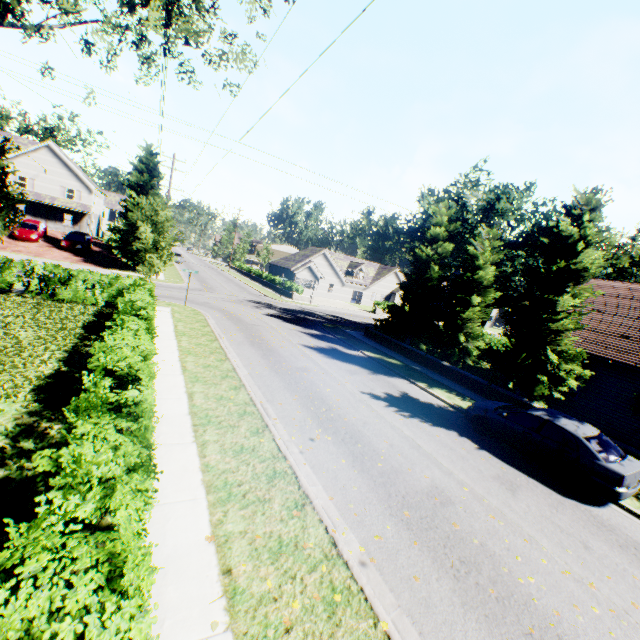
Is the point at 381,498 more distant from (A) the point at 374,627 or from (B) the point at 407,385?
(B) the point at 407,385

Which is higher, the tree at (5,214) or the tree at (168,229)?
the tree at (5,214)

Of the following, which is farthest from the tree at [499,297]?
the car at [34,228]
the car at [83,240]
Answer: the car at [34,228]

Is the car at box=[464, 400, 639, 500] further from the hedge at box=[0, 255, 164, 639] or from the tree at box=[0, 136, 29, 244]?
the hedge at box=[0, 255, 164, 639]

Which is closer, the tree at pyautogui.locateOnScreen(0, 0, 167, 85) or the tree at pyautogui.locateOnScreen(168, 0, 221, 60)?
the tree at pyautogui.locateOnScreen(0, 0, 167, 85)

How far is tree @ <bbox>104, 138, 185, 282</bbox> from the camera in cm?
1912

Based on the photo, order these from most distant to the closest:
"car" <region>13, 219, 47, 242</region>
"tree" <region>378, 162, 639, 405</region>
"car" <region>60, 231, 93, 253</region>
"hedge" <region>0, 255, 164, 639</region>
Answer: "car" <region>60, 231, 93, 253</region>
"car" <region>13, 219, 47, 242</region>
"tree" <region>378, 162, 639, 405</region>
"hedge" <region>0, 255, 164, 639</region>

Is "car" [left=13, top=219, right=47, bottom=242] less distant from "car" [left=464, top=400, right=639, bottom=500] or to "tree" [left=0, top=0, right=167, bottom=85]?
"tree" [left=0, top=0, right=167, bottom=85]
